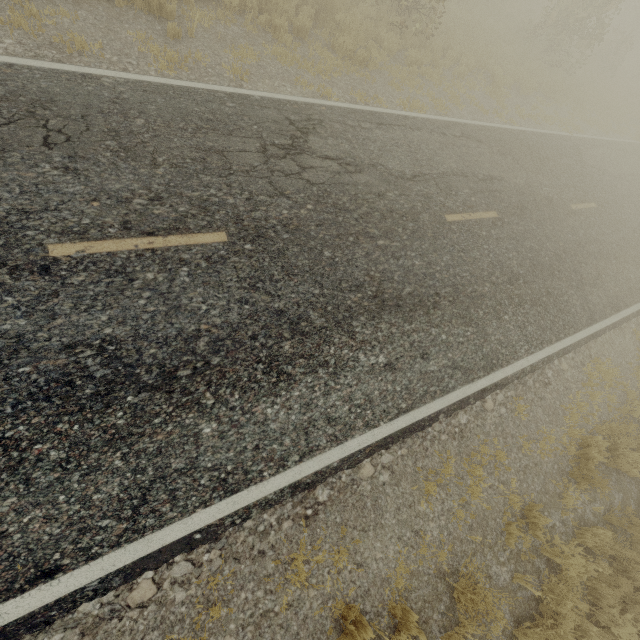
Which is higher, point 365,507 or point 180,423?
point 180,423
